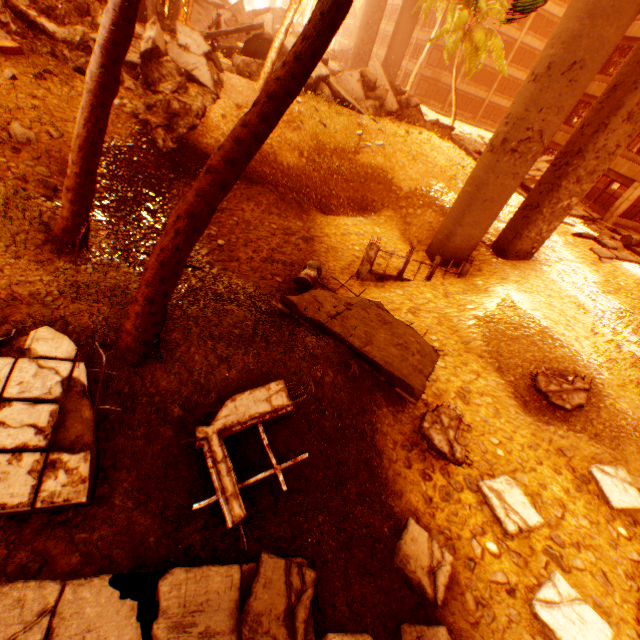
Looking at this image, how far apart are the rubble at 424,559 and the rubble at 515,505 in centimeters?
131cm

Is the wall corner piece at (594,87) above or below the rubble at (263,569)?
above

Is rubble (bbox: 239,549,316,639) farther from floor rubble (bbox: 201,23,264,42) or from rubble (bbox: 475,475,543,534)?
floor rubble (bbox: 201,23,264,42)

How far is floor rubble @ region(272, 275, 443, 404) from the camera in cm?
670

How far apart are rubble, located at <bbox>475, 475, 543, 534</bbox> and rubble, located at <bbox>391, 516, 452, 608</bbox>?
1.3 meters

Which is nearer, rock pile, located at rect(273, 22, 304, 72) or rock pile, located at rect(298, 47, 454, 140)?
rock pile, located at rect(273, 22, 304, 72)

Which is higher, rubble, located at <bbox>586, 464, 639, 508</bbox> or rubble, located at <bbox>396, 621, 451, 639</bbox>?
rubble, located at <bbox>396, 621, 451, 639</bbox>

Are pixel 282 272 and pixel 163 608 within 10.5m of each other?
yes
